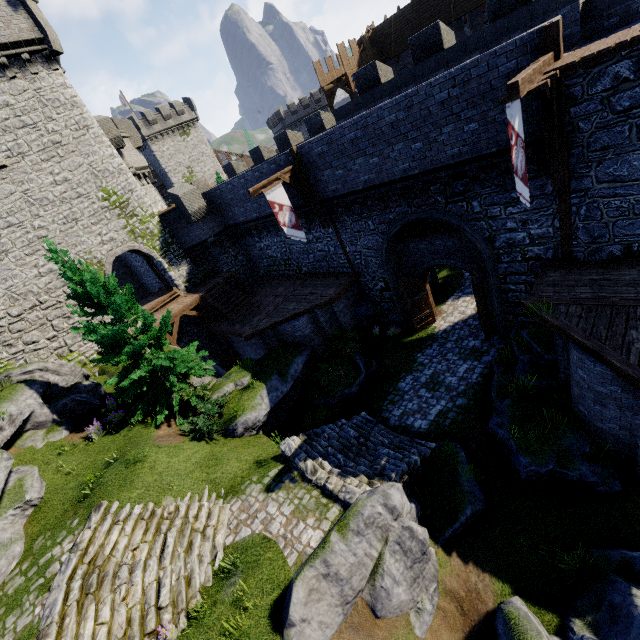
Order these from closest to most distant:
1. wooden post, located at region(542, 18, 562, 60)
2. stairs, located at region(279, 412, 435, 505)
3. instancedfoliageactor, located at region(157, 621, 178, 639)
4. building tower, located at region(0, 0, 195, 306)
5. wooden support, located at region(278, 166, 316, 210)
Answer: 1. instancedfoliageactor, located at region(157, 621, 178, 639)
2. wooden post, located at region(542, 18, 562, 60)
3. stairs, located at region(279, 412, 435, 505)
4. wooden support, located at region(278, 166, 316, 210)
5. building tower, located at region(0, 0, 195, 306)

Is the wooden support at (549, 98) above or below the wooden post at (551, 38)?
below

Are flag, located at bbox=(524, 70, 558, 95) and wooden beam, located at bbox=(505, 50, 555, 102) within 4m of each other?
yes

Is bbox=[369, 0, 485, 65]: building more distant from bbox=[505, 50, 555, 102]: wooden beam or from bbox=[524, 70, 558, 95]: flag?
bbox=[524, 70, 558, 95]: flag

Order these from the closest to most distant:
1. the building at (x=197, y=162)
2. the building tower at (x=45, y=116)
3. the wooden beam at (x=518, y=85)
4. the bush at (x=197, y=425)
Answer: the wooden beam at (x=518, y=85), the bush at (x=197, y=425), the building tower at (x=45, y=116), the building at (x=197, y=162)

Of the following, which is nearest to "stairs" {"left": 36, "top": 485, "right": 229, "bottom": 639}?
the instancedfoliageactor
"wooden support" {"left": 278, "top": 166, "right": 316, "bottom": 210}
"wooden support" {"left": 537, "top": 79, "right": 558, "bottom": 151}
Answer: the instancedfoliageactor

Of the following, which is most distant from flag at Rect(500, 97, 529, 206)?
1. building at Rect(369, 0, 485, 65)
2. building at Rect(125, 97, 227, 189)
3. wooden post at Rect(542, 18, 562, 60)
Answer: building at Rect(125, 97, 227, 189)

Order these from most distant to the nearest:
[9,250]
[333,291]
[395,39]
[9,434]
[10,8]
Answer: [395,39]
[333,291]
[9,250]
[10,8]
[9,434]
